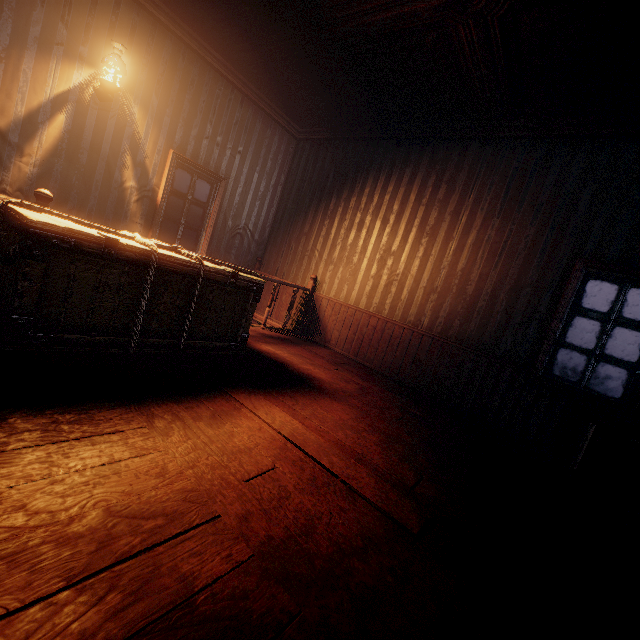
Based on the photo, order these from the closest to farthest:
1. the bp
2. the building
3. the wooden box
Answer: the building < the wooden box < the bp

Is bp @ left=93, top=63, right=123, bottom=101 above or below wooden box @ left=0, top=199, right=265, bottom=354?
above

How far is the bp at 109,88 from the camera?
4.02m

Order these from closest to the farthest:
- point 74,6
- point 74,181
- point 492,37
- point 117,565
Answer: point 117,565, point 492,37, point 74,6, point 74,181

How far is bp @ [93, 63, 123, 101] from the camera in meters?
4.0 m

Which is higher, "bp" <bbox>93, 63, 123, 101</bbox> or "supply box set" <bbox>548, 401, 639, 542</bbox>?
"bp" <bbox>93, 63, 123, 101</bbox>

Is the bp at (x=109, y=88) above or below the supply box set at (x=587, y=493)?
above

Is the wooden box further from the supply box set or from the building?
the supply box set
